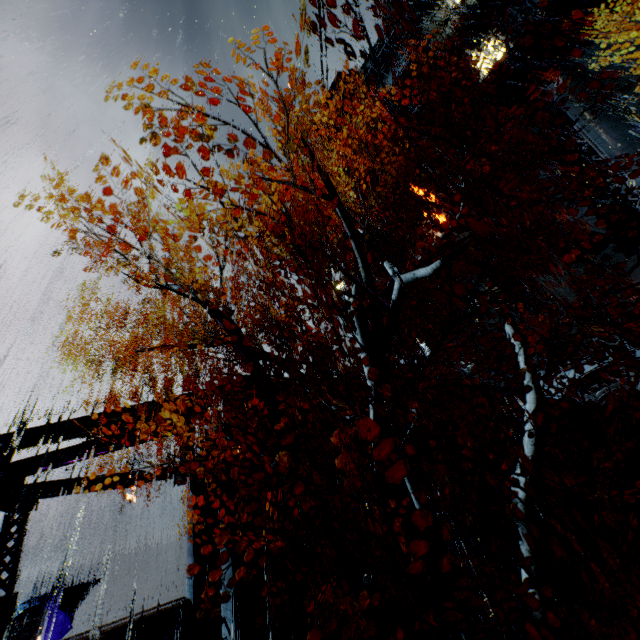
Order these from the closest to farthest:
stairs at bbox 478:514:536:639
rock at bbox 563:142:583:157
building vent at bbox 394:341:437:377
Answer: stairs at bbox 478:514:536:639 < building vent at bbox 394:341:437:377 < rock at bbox 563:142:583:157

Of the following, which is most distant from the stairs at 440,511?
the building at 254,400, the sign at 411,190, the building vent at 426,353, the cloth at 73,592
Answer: the cloth at 73,592

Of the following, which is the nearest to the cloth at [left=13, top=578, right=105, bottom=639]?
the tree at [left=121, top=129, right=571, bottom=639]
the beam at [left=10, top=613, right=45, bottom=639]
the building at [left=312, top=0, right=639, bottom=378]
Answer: the beam at [left=10, top=613, right=45, bottom=639]

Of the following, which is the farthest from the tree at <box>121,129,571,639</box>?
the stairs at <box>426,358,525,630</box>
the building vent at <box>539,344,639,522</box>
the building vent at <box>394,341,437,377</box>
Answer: the building vent at <box>394,341,437,377</box>

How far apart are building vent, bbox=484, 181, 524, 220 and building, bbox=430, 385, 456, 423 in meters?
13.3

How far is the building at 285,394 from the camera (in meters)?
14.05

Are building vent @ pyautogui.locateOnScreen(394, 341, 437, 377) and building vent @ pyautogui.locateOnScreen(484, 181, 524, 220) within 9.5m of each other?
no

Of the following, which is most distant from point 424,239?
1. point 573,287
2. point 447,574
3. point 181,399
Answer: point 447,574
